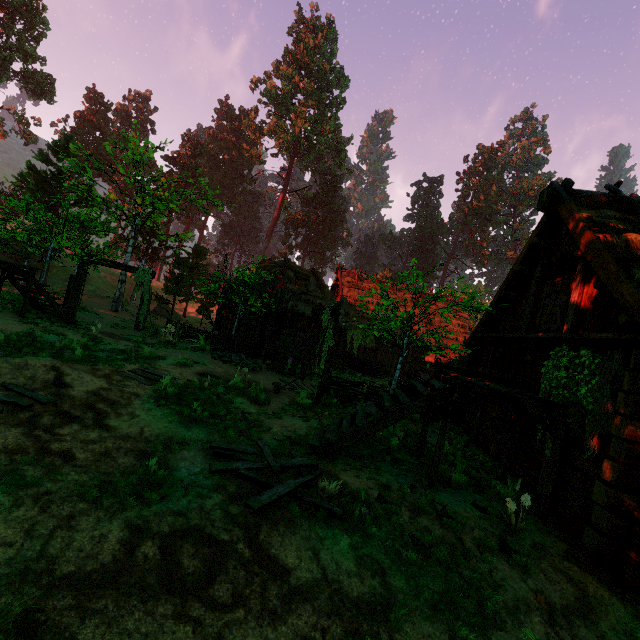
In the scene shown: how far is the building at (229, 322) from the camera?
21.6 meters

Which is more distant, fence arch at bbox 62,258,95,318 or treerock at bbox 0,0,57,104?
treerock at bbox 0,0,57,104

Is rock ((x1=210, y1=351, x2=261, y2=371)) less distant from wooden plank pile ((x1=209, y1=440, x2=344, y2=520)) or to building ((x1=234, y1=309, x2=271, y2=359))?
building ((x1=234, y1=309, x2=271, y2=359))

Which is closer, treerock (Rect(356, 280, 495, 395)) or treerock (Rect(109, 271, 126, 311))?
treerock (Rect(356, 280, 495, 395))

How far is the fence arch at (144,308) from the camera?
17.6m

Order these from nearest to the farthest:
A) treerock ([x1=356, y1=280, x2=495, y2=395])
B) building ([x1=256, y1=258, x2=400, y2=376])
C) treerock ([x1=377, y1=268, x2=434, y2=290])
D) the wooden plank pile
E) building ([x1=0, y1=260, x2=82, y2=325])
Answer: the wooden plank pile, treerock ([x1=356, y1=280, x2=495, y2=395]), treerock ([x1=377, y1=268, x2=434, y2=290]), building ([x1=0, y1=260, x2=82, y2=325]), building ([x1=256, y1=258, x2=400, y2=376])

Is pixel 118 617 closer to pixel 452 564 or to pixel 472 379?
pixel 452 564
